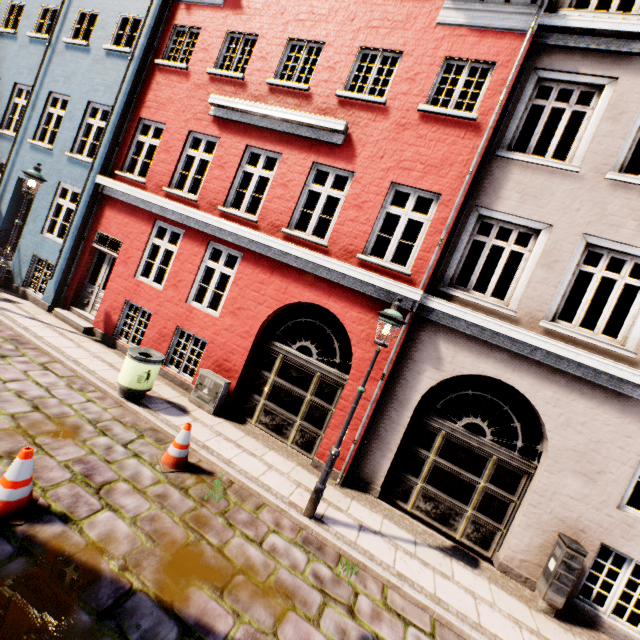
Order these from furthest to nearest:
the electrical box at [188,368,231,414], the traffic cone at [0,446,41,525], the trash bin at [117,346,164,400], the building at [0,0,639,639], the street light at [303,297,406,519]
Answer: the electrical box at [188,368,231,414] < the trash bin at [117,346,164,400] < the building at [0,0,639,639] < the street light at [303,297,406,519] < the traffic cone at [0,446,41,525]

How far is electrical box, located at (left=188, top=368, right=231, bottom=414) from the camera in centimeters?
757cm

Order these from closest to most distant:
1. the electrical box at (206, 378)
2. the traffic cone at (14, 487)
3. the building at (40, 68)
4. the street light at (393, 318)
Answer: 1. the traffic cone at (14, 487)
2. the street light at (393, 318)
3. the building at (40, 68)
4. the electrical box at (206, 378)

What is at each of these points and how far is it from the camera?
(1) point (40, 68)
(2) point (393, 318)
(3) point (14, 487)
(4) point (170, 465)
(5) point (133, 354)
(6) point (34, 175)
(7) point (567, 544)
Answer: (1) building, 10.7m
(2) street light, 5.1m
(3) traffic cone, 3.5m
(4) traffic cone, 5.4m
(5) trash bin, 6.6m
(6) street light, 8.3m
(7) electrical box, 5.4m

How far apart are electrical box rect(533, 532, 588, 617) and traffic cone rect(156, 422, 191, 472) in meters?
6.4

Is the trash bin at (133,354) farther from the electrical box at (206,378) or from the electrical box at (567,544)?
the electrical box at (567,544)

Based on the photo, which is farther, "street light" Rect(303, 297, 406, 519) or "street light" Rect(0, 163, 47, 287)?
"street light" Rect(0, 163, 47, 287)

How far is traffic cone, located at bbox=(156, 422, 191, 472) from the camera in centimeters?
535cm
